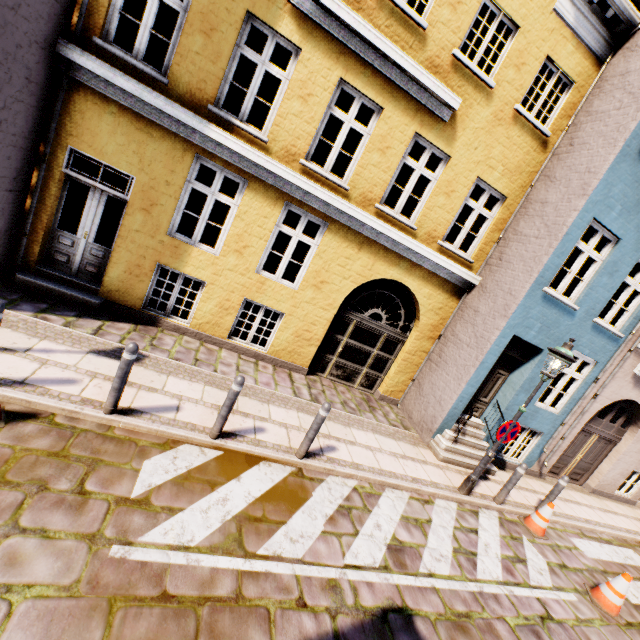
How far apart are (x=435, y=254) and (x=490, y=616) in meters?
6.9

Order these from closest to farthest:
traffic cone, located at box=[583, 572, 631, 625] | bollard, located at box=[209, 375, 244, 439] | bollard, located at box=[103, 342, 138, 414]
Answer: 1. bollard, located at box=[103, 342, 138, 414]
2. bollard, located at box=[209, 375, 244, 439]
3. traffic cone, located at box=[583, 572, 631, 625]

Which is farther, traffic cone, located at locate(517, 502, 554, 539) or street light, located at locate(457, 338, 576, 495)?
traffic cone, located at locate(517, 502, 554, 539)

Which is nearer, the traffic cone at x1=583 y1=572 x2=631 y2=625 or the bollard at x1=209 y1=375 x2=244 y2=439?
the bollard at x1=209 y1=375 x2=244 y2=439

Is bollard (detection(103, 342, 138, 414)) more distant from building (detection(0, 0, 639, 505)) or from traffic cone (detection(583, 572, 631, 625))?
traffic cone (detection(583, 572, 631, 625))

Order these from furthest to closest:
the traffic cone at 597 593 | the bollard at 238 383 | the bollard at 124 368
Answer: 1. the traffic cone at 597 593
2. the bollard at 238 383
3. the bollard at 124 368

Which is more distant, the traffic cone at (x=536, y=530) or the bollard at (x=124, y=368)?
the traffic cone at (x=536, y=530)

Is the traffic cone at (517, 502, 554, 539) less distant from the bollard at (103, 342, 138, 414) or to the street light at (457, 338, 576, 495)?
the street light at (457, 338, 576, 495)
